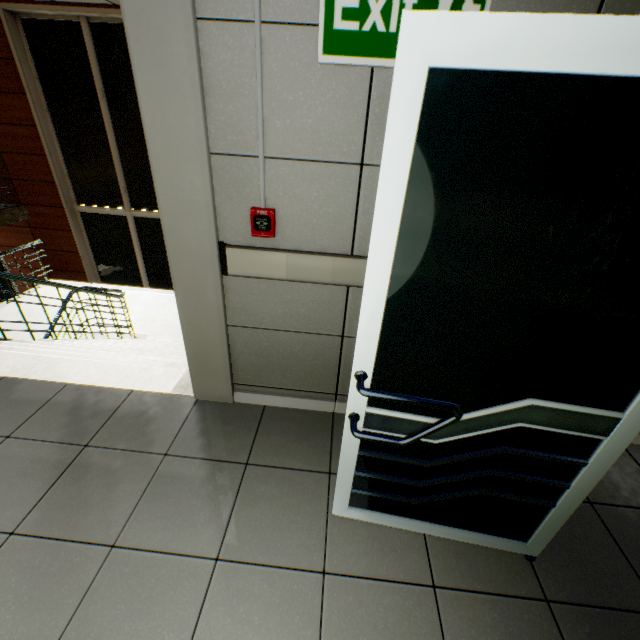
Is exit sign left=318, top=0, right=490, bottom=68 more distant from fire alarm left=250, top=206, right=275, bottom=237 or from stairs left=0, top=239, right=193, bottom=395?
stairs left=0, top=239, right=193, bottom=395

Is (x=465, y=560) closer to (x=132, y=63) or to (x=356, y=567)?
(x=356, y=567)

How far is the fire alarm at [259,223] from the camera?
1.6m

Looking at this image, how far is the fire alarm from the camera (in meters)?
1.61

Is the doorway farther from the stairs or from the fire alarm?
the stairs

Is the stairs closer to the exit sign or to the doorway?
the doorway

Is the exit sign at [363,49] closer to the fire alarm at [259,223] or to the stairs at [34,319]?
the fire alarm at [259,223]
